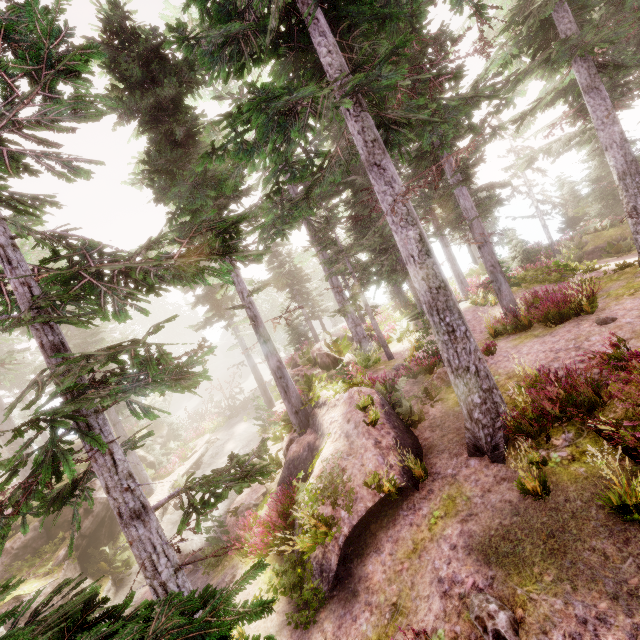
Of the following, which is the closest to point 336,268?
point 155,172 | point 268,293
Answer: point 155,172

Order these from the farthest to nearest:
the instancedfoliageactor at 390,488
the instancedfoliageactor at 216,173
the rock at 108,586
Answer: the rock at 108,586
the instancedfoliageactor at 390,488
the instancedfoliageactor at 216,173

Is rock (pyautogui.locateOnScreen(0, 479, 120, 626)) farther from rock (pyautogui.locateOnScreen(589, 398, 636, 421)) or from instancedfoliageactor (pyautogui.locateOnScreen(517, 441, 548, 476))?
rock (pyautogui.locateOnScreen(589, 398, 636, 421))

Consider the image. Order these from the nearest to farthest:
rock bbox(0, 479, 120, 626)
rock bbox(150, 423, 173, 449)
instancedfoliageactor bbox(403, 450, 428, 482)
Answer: instancedfoliageactor bbox(403, 450, 428, 482) → rock bbox(0, 479, 120, 626) → rock bbox(150, 423, 173, 449)

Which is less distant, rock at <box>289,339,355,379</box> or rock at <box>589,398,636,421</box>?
rock at <box>589,398,636,421</box>

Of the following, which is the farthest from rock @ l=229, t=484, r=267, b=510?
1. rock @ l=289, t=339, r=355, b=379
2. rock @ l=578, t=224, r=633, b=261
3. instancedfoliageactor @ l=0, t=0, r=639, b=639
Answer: rock @ l=578, t=224, r=633, b=261

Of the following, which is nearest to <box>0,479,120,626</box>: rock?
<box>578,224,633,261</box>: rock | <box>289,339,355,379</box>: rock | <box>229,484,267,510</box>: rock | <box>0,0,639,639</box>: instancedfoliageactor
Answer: <box>0,0,639,639</box>: instancedfoliageactor

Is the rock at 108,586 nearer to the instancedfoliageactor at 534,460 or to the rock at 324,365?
the instancedfoliageactor at 534,460
